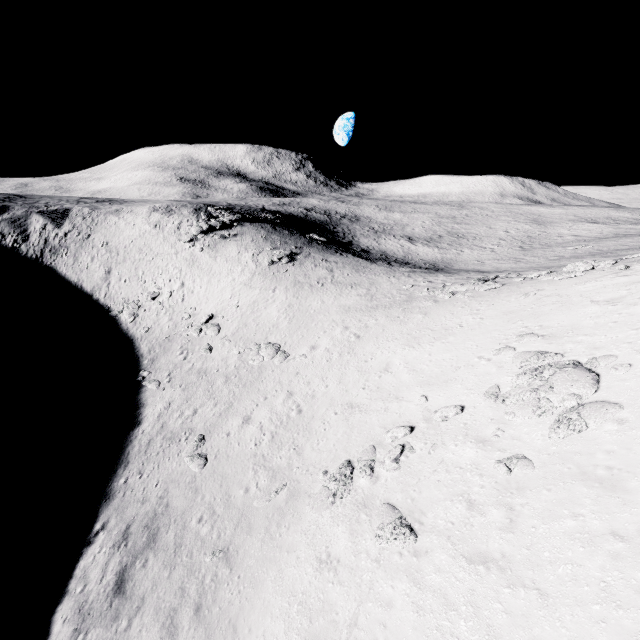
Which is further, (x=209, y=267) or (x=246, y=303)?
(x=209, y=267)

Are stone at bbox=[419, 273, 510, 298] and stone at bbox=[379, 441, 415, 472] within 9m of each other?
no

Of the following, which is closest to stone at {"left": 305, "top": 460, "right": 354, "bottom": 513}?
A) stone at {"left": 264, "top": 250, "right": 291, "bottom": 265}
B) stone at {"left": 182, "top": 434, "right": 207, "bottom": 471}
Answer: stone at {"left": 182, "top": 434, "right": 207, "bottom": 471}

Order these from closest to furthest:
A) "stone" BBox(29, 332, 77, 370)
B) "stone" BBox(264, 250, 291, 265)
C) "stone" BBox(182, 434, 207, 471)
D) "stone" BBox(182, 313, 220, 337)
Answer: "stone" BBox(182, 434, 207, 471) → "stone" BBox(29, 332, 77, 370) → "stone" BBox(182, 313, 220, 337) → "stone" BBox(264, 250, 291, 265)

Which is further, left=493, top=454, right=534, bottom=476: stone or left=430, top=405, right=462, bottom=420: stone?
left=430, top=405, right=462, bottom=420: stone

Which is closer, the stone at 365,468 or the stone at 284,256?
the stone at 365,468

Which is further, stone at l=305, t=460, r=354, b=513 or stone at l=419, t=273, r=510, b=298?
stone at l=419, t=273, r=510, b=298

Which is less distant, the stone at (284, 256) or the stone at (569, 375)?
the stone at (569, 375)
